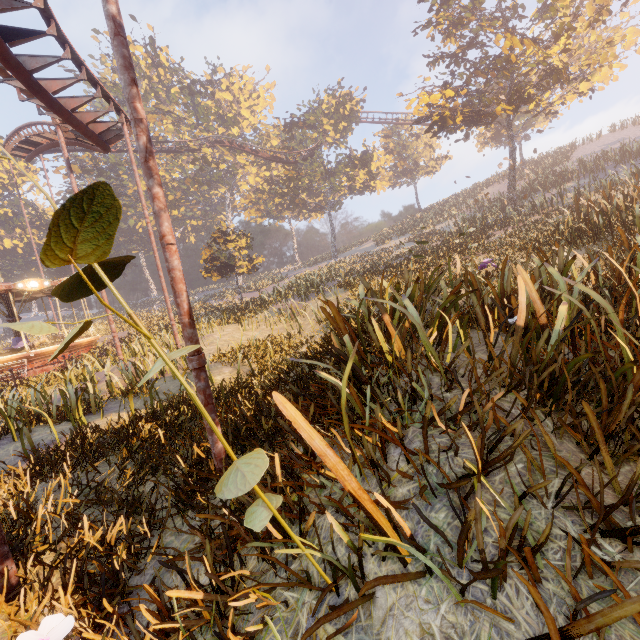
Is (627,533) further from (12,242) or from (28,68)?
A: (12,242)

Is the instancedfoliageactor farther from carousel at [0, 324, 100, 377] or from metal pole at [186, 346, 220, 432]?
metal pole at [186, 346, 220, 432]

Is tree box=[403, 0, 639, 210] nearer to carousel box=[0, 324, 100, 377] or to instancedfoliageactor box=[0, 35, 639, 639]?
instancedfoliageactor box=[0, 35, 639, 639]

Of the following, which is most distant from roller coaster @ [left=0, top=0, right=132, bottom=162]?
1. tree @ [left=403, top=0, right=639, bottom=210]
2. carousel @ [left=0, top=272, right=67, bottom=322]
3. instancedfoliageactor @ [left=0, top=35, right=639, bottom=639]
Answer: carousel @ [left=0, top=272, right=67, bottom=322]

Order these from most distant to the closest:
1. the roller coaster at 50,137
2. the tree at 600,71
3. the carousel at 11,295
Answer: the carousel at 11,295 → the tree at 600,71 → the roller coaster at 50,137

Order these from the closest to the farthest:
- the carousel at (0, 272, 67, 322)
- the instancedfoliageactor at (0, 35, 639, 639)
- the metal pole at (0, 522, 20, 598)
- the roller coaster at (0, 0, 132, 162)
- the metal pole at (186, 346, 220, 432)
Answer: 1. the instancedfoliageactor at (0, 35, 639, 639)
2. the metal pole at (0, 522, 20, 598)
3. the metal pole at (186, 346, 220, 432)
4. the roller coaster at (0, 0, 132, 162)
5. the carousel at (0, 272, 67, 322)

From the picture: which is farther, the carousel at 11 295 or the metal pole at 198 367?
the carousel at 11 295

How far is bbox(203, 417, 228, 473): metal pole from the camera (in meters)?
3.79
